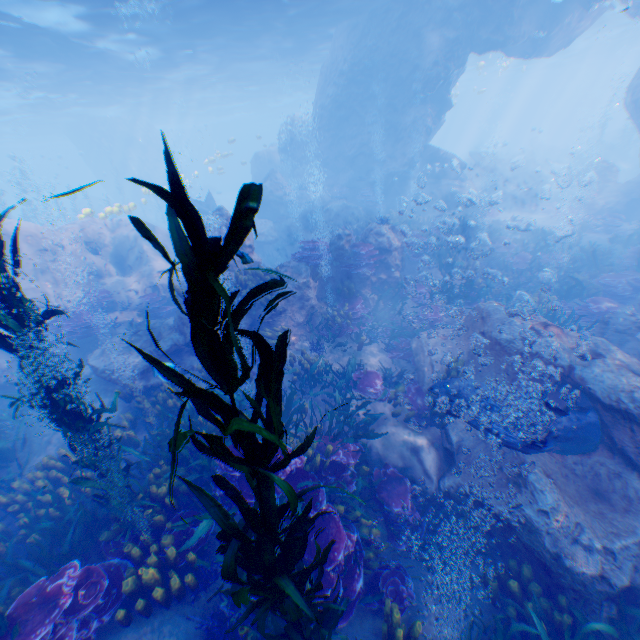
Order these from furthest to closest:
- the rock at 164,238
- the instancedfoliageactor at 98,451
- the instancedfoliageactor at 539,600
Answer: the rock at 164,238 → the instancedfoliageactor at 539,600 → the instancedfoliageactor at 98,451

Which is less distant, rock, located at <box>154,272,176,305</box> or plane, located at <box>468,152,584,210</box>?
rock, located at <box>154,272,176,305</box>

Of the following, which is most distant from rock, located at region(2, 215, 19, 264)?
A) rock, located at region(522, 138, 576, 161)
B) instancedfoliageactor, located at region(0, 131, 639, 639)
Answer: rock, located at region(522, 138, 576, 161)

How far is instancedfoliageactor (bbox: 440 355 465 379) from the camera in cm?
782

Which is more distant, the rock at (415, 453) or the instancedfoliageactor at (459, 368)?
the instancedfoliageactor at (459, 368)

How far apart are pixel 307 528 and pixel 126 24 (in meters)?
23.68

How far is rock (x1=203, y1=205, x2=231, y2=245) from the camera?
10.5m

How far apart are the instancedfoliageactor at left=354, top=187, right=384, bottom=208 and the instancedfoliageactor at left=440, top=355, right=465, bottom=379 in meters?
15.7
